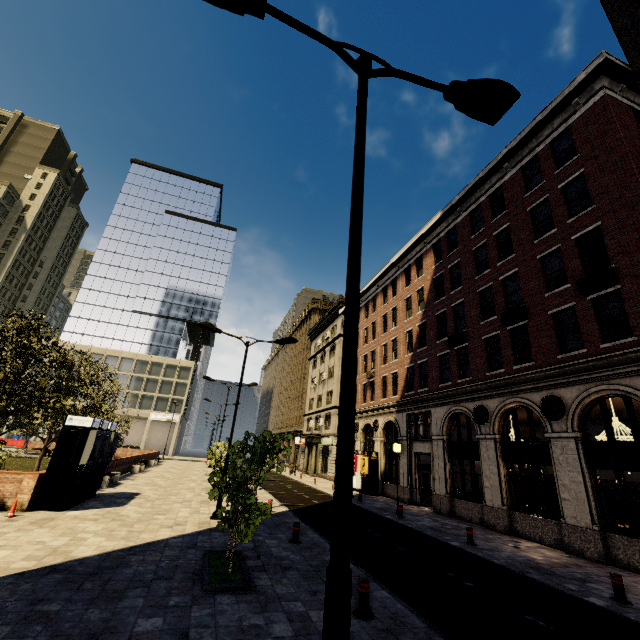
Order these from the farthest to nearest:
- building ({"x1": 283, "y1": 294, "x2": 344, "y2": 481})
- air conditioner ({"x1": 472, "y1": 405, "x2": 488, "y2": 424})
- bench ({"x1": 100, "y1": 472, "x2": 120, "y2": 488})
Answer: building ({"x1": 283, "y1": 294, "x2": 344, "y2": 481})
bench ({"x1": 100, "y1": 472, "x2": 120, "y2": 488})
air conditioner ({"x1": 472, "y1": 405, "x2": 488, "y2": 424})

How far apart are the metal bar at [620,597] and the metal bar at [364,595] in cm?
661

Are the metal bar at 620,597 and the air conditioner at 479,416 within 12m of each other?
yes

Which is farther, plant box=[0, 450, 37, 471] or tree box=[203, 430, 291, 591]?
plant box=[0, 450, 37, 471]

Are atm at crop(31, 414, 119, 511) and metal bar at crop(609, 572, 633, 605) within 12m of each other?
no

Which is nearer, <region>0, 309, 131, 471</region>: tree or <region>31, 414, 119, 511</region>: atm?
<region>31, 414, 119, 511</region>: atm

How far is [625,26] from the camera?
14.3m

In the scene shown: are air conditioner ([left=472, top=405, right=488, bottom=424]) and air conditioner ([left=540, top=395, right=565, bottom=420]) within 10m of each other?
yes
